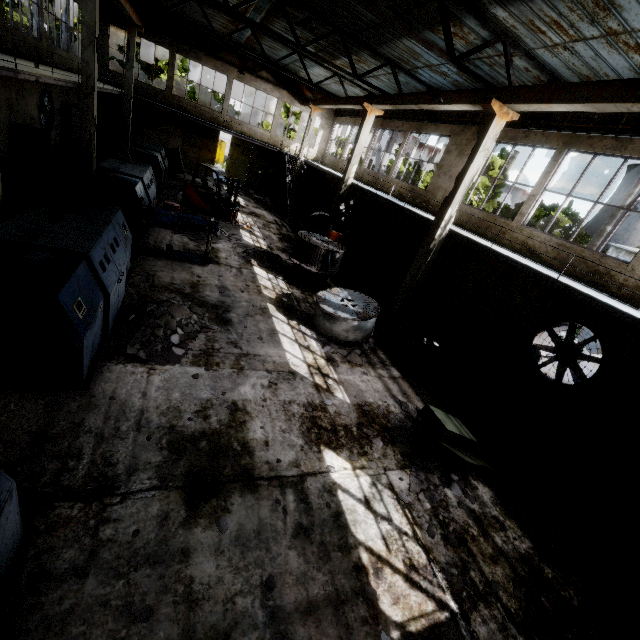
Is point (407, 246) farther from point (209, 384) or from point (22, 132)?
point (22, 132)

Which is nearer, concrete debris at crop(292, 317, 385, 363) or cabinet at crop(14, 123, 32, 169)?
concrete debris at crop(292, 317, 385, 363)

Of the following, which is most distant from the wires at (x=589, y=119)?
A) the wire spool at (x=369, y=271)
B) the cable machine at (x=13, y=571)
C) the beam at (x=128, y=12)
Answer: the beam at (x=128, y=12)

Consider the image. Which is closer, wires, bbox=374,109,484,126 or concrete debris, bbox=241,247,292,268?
concrete debris, bbox=241,247,292,268

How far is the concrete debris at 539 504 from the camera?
6.34m

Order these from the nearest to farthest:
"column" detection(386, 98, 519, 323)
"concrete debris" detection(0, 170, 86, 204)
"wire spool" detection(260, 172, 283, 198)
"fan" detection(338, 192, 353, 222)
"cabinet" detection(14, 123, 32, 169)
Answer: "column" detection(386, 98, 519, 323), "concrete debris" detection(0, 170, 86, 204), "cabinet" detection(14, 123, 32, 169), "fan" detection(338, 192, 353, 222), "wire spool" detection(260, 172, 283, 198)

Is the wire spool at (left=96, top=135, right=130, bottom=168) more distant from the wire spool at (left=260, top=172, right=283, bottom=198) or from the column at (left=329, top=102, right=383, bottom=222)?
the wire spool at (left=260, top=172, right=283, bottom=198)

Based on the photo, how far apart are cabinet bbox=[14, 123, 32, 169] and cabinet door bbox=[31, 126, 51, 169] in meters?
0.0
